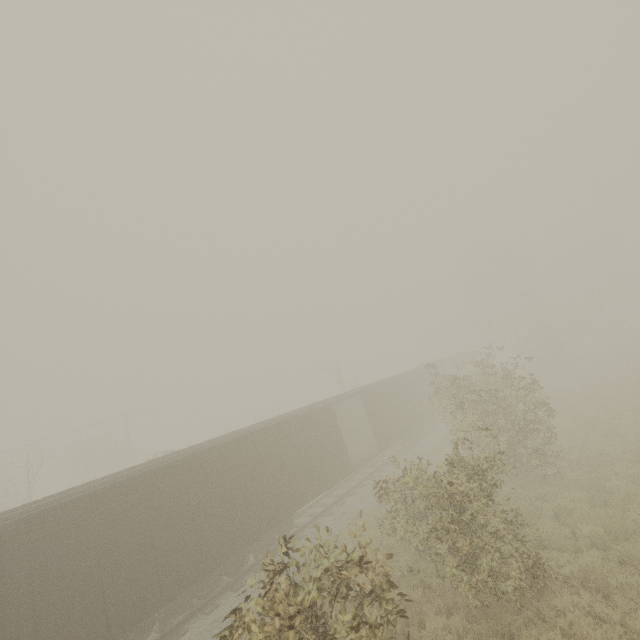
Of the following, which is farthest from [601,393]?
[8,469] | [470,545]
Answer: [8,469]
